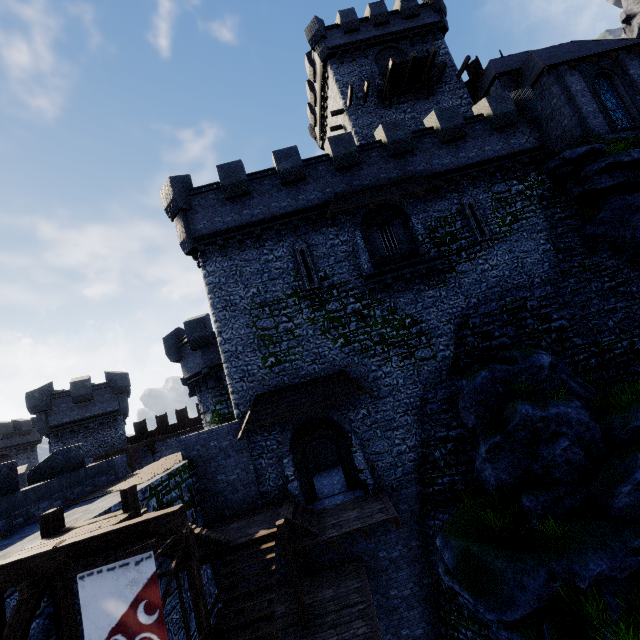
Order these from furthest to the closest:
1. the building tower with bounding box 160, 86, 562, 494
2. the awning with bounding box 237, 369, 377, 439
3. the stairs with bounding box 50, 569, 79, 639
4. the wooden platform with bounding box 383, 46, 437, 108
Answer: the wooden platform with bounding box 383, 46, 437, 108, the building tower with bounding box 160, 86, 562, 494, the awning with bounding box 237, 369, 377, 439, the stairs with bounding box 50, 569, 79, 639

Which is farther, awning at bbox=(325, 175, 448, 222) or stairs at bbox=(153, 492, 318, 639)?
awning at bbox=(325, 175, 448, 222)

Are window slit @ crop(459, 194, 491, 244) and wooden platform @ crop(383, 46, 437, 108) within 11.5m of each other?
no

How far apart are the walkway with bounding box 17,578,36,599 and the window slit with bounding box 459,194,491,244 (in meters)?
18.86

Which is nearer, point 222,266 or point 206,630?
point 206,630

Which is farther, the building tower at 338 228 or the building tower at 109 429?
the building tower at 109 429

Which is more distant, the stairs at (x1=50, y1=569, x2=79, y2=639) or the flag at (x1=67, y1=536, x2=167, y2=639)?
the stairs at (x1=50, y1=569, x2=79, y2=639)

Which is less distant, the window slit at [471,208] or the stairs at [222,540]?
the stairs at [222,540]
